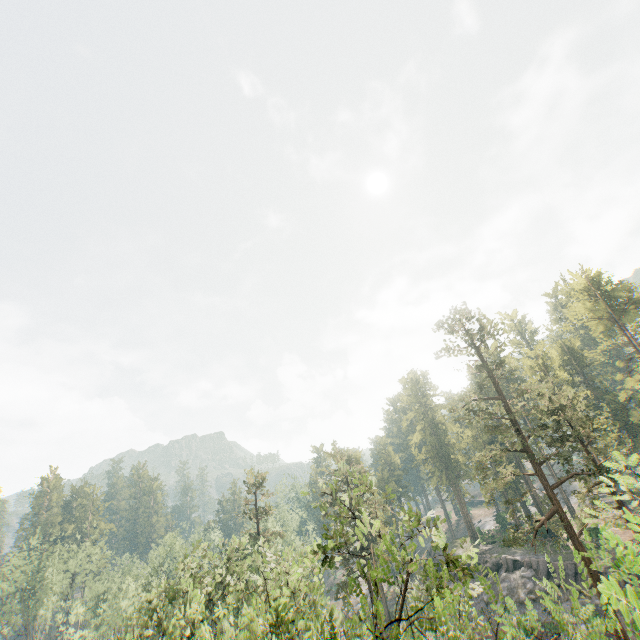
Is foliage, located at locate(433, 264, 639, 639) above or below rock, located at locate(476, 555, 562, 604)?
above

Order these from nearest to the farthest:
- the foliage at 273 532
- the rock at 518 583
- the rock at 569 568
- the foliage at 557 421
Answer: the foliage at 557 421 → the foliage at 273 532 → the rock at 569 568 → the rock at 518 583

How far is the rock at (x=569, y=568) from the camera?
34.7m

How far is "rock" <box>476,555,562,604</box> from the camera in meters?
37.4 m

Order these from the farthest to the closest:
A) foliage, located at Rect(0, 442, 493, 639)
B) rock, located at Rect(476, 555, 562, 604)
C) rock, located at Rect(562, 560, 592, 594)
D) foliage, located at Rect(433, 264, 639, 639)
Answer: rock, located at Rect(476, 555, 562, 604) < rock, located at Rect(562, 560, 592, 594) < foliage, located at Rect(0, 442, 493, 639) < foliage, located at Rect(433, 264, 639, 639)

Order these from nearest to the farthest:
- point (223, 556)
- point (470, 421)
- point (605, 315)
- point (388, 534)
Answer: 1. point (470, 421)
2. point (223, 556)
3. point (388, 534)
4. point (605, 315)
